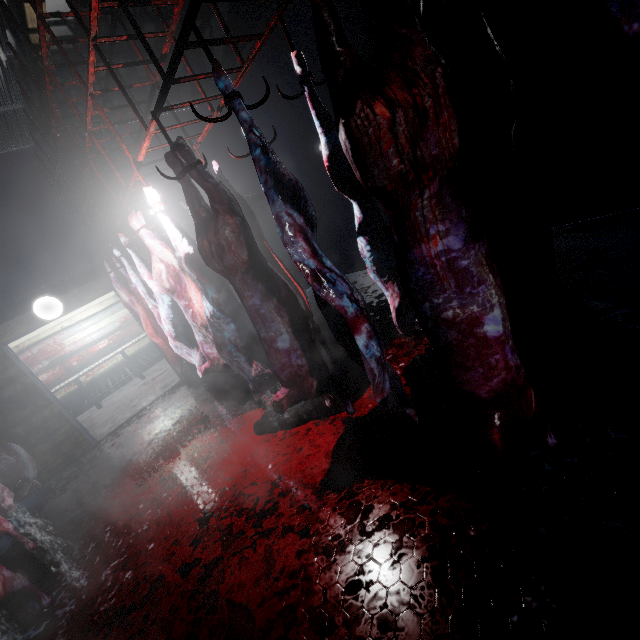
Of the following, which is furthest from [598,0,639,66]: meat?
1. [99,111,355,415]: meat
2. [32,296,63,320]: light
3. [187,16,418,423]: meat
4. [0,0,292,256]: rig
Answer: [32,296,63,320]: light

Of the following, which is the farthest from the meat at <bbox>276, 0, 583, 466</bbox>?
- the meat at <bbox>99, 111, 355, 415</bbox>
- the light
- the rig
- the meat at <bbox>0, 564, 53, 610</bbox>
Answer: the light

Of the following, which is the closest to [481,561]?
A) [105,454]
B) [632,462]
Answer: [632,462]

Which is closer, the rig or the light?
the rig

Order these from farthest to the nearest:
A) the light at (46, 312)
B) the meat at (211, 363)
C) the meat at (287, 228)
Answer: the light at (46, 312) < the meat at (211, 363) < the meat at (287, 228)

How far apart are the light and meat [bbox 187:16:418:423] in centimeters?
442cm

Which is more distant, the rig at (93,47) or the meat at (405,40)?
the rig at (93,47)

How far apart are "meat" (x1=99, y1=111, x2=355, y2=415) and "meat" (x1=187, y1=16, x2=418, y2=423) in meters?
1.0 m
